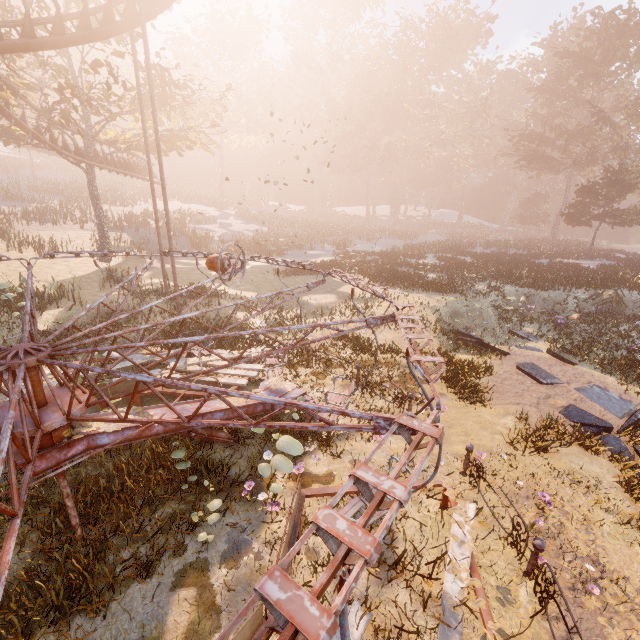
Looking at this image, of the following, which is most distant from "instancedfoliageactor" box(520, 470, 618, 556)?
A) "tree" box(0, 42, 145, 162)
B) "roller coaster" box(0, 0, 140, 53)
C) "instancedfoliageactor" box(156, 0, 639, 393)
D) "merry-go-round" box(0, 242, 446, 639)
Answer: "tree" box(0, 42, 145, 162)

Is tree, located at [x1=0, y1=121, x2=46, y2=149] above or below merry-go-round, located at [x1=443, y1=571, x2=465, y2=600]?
above

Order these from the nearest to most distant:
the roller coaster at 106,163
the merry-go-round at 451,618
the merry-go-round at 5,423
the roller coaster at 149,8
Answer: the merry-go-round at 5,423 → the merry-go-round at 451,618 → the roller coaster at 149,8 → the roller coaster at 106,163

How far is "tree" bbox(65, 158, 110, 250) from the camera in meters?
21.5 m

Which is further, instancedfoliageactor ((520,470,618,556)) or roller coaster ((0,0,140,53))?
roller coaster ((0,0,140,53))

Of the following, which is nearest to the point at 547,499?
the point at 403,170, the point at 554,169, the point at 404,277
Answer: the point at 404,277

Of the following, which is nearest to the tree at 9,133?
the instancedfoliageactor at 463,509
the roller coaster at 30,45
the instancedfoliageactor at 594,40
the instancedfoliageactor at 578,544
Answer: the roller coaster at 30,45

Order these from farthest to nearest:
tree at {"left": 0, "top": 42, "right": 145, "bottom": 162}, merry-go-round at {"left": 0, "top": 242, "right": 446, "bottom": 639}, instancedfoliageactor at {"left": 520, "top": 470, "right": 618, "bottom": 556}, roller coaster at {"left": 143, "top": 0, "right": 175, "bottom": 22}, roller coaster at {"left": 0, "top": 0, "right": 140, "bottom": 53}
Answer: tree at {"left": 0, "top": 42, "right": 145, "bottom": 162}
roller coaster at {"left": 143, "top": 0, "right": 175, "bottom": 22}
roller coaster at {"left": 0, "top": 0, "right": 140, "bottom": 53}
instancedfoliageactor at {"left": 520, "top": 470, "right": 618, "bottom": 556}
merry-go-round at {"left": 0, "top": 242, "right": 446, "bottom": 639}
